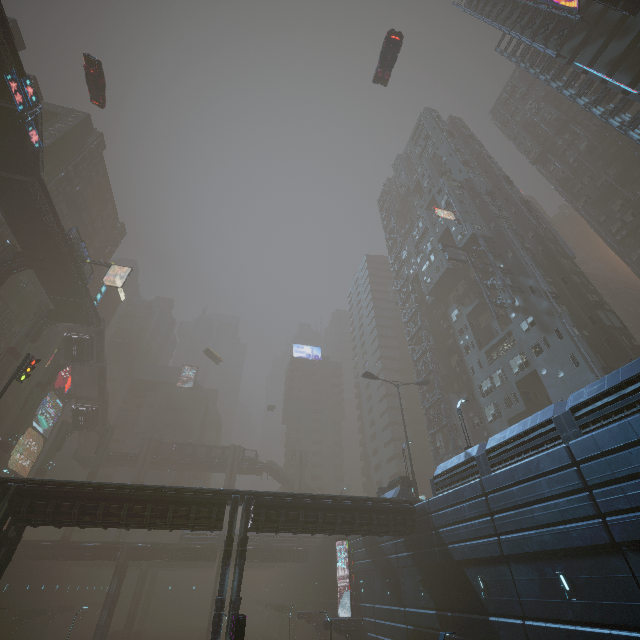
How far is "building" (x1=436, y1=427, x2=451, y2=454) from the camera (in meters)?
41.51

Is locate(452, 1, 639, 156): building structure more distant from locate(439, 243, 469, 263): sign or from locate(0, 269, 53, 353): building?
locate(439, 243, 469, 263): sign

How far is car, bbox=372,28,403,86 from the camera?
31.0 meters

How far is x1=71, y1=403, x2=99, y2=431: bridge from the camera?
54.7 meters

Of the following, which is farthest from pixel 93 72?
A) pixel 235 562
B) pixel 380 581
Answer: pixel 380 581

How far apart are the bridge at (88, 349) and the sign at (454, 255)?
53.3m

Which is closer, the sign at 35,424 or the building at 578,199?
the building at 578,199

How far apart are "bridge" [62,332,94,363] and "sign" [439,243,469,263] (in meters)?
53.33
